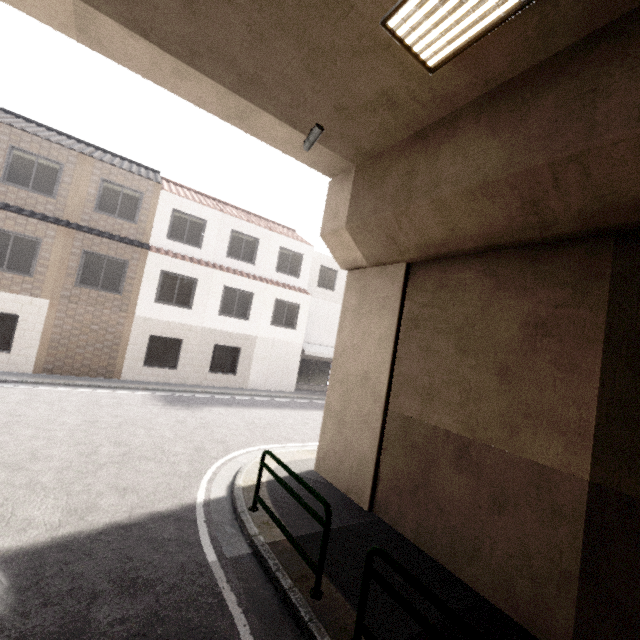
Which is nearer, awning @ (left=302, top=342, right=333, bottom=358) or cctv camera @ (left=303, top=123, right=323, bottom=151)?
cctv camera @ (left=303, top=123, right=323, bottom=151)

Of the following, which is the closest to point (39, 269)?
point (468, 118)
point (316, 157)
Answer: point (316, 157)

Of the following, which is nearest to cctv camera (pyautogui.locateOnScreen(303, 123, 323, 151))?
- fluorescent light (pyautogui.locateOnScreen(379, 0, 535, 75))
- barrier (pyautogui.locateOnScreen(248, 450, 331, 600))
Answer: fluorescent light (pyautogui.locateOnScreen(379, 0, 535, 75))

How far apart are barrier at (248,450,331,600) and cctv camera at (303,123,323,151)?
5.61m

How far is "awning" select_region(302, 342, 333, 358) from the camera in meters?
19.9 m

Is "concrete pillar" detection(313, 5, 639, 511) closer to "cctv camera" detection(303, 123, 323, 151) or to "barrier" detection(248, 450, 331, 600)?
"cctv camera" detection(303, 123, 323, 151)

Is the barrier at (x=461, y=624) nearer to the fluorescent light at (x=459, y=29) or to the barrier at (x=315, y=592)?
the barrier at (x=315, y=592)

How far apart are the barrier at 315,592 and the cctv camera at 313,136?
5.6m
